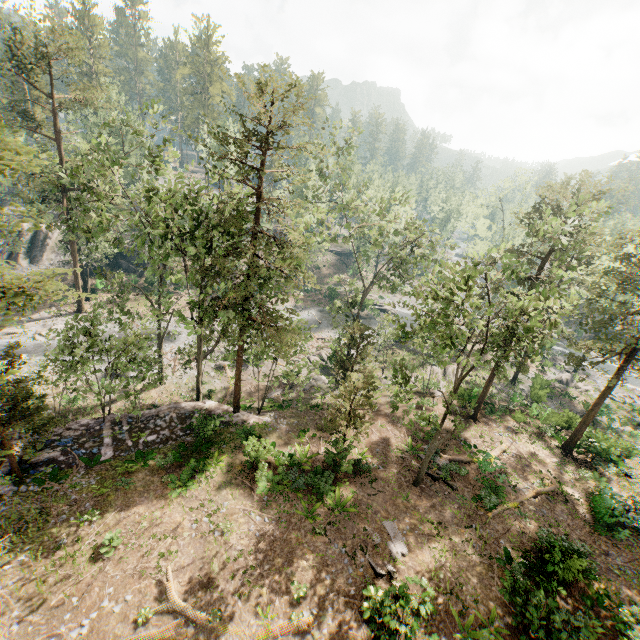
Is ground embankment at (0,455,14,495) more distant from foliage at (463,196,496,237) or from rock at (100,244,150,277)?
rock at (100,244,150,277)

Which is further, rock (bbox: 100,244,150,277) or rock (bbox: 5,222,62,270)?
rock (bbox: 100,244,150,277)

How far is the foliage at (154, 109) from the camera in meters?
18.0

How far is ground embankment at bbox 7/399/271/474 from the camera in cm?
1845

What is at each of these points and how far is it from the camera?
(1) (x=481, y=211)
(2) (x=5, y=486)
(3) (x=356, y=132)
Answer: (1) foliage, 46.2 meters
(2) ground embankment, 16.7 meters
(3) foliage, 25.2 meters

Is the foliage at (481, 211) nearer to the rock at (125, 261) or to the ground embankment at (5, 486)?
the ground embankment at (5, 486)

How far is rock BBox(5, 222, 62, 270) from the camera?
43.1m
